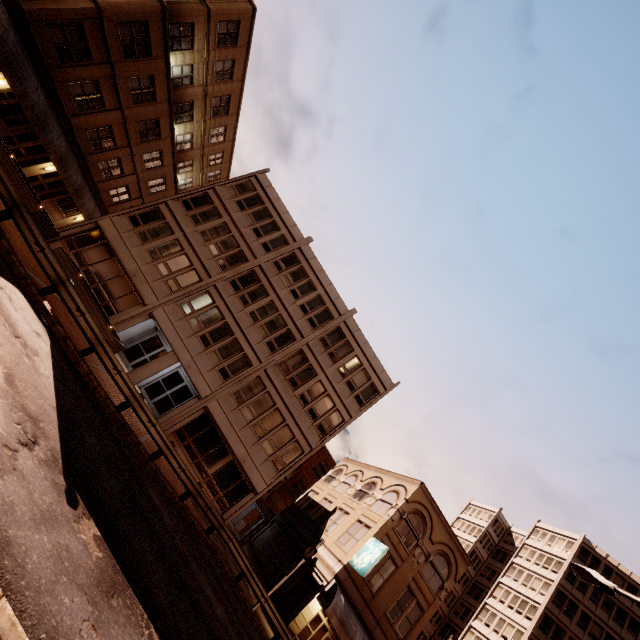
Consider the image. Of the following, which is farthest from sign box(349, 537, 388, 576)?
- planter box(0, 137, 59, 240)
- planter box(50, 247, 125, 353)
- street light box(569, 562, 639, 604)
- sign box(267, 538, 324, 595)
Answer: planter box(0, 137, 59, 240)

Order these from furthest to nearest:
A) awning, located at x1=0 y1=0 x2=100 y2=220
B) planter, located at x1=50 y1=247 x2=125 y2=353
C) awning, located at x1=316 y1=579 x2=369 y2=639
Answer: awning, located at x1=316 y1=579 x2=369 y2=639 < awning, located at x1=0 y1=0 x2=100 y2=220 < planter, located at x1=50 y1=247 x2=125 y2=353

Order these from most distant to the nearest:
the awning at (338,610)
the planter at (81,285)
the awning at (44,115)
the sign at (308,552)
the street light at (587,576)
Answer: the awning at (338,610)
the sign at (308,552)
the awning at (44,115)
the planter at (81,285)
the street light at (587,576)

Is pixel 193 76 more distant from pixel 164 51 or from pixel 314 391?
pixel 314 391

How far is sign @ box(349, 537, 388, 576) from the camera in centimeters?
1984cm

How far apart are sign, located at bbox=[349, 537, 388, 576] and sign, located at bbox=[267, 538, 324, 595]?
3.5m

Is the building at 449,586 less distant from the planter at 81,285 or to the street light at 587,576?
the planter at 81,285

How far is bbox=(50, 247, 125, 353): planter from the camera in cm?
1454
